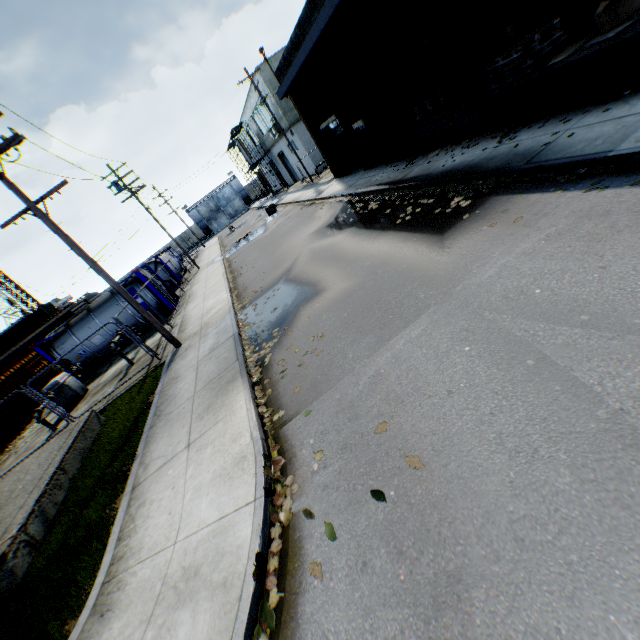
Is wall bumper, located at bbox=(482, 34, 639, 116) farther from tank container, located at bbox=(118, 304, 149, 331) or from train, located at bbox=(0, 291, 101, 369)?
train, located at bbox=(0, 291, 101, 369)

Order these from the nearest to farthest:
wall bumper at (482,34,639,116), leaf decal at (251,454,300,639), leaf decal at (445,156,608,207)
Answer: leaf decal at (251,454,300,639) → leaf decal at (445,156,608,207) → wall bumper at (482,34,639,116)

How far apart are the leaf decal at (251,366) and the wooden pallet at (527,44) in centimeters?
929cm

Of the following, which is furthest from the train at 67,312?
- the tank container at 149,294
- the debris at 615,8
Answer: the debris at 615,8

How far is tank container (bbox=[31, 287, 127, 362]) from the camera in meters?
17.7

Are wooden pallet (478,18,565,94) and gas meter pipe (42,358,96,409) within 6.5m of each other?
no

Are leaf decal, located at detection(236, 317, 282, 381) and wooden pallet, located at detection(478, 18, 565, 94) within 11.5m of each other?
yes

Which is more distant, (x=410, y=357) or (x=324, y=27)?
(x=324, y=27)
